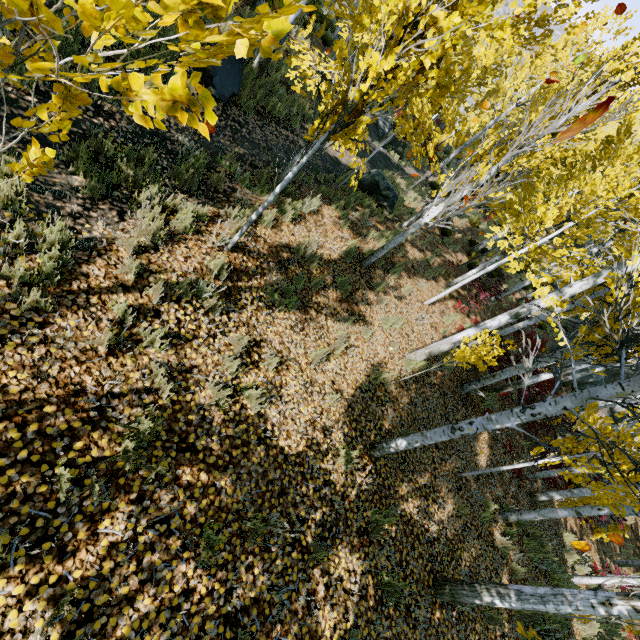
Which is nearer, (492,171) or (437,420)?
(492,171)

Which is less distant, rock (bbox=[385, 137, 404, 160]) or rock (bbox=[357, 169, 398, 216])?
rock (bbox=[357, 169, 398, 216])

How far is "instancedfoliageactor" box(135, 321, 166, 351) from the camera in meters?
3.4

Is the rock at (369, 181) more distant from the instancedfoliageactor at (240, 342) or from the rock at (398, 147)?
the rock at (398, 147)

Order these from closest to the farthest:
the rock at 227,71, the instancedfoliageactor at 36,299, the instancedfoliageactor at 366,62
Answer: the instancedfoliageactor at 366,62, the instancedfoliageactor at 36,299, the rock at 227,71

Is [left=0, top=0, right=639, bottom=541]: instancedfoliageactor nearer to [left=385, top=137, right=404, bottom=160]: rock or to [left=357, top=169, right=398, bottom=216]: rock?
[left=385, top=137, right=404, bottom=160]: rock

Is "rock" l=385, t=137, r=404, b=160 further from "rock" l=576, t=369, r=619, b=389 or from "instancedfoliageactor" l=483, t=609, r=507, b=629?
"rock" l=576, t=369, r=619, b=389

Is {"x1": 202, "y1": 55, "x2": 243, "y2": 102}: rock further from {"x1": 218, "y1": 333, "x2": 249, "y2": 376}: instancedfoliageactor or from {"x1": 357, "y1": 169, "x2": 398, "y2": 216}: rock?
{"x1": 357, "y1": 169, "x2": 398, "y2": 216}: rock
